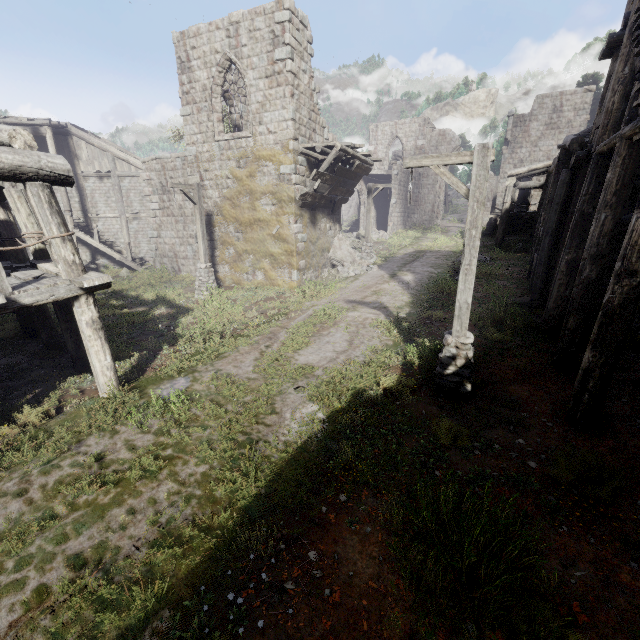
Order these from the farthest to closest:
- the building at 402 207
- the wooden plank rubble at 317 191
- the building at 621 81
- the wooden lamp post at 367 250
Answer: the building at 402 207 → the wooden lamp post at 367 250 → the wooden plank rubble at 317 191 → the building at 621 81

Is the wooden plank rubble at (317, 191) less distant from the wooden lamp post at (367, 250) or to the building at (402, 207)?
the building at (402, 207)

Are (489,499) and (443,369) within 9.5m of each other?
yes

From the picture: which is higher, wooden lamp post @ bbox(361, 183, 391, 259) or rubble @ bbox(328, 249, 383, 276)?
wooden lamp post @ bbox(361, 183, 391, 259)

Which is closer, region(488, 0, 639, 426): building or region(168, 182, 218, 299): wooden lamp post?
region(488, 0, 639, 426): building

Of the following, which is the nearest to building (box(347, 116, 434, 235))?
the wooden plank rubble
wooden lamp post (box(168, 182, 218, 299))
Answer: the wooden plank rubble

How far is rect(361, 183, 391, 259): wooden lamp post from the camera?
19.5m

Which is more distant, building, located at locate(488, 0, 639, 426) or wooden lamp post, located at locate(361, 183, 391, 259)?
wooden lamp post, located at locate(361, 183, 391, 259)
